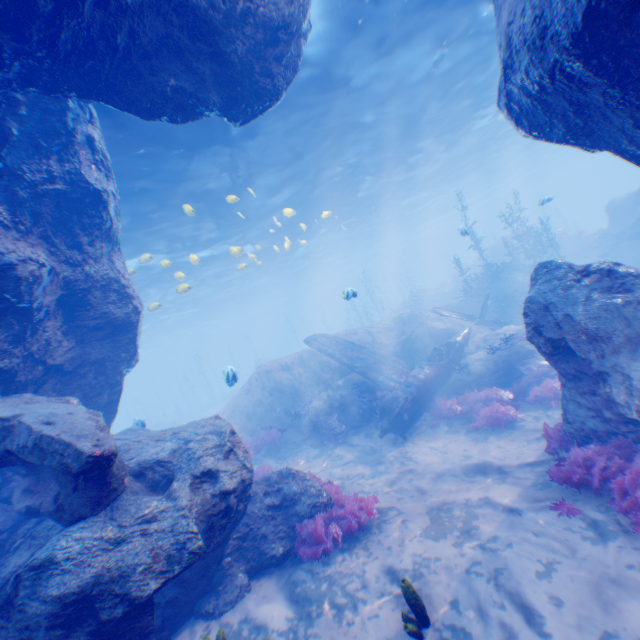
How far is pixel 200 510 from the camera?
5.52m

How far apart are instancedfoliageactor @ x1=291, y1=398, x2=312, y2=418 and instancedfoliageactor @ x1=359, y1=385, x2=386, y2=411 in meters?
2.5

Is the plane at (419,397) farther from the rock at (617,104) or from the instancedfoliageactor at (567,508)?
the instancedfoliageactor at (567,508)

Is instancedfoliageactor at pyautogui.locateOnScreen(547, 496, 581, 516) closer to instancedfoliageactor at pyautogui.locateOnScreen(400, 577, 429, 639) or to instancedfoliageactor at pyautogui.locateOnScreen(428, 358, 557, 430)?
instancedfoliageactor at pyautogui.locateOnScreen(400, 577, 429, 639)

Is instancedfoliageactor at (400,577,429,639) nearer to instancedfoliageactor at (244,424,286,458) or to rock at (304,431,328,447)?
rock at (304,431,328,447)

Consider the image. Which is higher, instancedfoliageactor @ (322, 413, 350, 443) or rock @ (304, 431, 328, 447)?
instancedfoliageactor @ (322, 413, 350, 443)

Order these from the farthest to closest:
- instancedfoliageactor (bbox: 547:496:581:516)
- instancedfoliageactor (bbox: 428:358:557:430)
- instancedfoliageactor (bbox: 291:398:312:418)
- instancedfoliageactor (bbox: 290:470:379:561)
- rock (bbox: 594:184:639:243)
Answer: rock (bbox: 594:184:639:243) → instancedfoliageactor (bbox: 291:398:312:418) → instancedfoliageactor (bbox: 428:358:557:430) → instancedfoliageactor (bbox: 290:470:379:561) → instancedfoliageactor (bbox: 547:496:581:516)

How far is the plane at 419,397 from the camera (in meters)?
11.98
